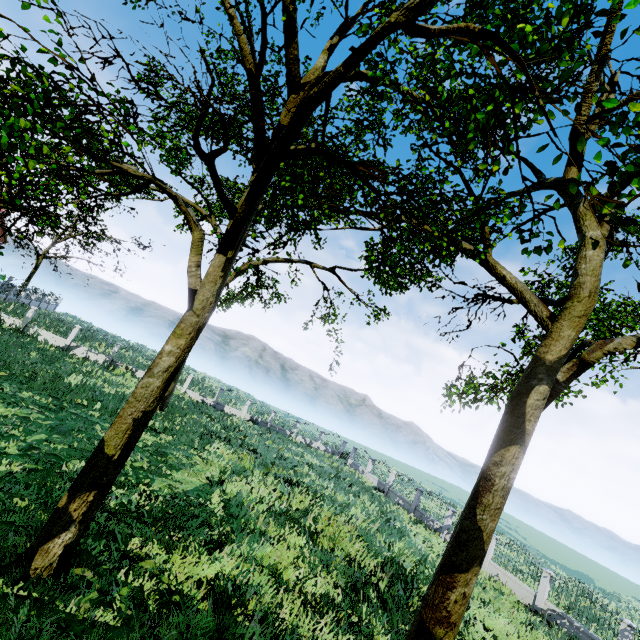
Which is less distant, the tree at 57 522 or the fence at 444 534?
the tree at 57 522

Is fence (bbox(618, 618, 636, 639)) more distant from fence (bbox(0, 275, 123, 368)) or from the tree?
fence (bbox(0, 275, 123, 368))

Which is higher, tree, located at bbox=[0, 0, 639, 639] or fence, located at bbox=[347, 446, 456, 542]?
tree, located at bbox=[0, 0, 639, 639]

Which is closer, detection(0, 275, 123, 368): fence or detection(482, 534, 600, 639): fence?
detection(482, 534, 600, 639): fence

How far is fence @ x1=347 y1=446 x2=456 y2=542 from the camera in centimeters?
2252cm

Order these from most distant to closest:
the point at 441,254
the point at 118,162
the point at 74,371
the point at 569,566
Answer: the point at 569,566, the point at 74,371, the point at 118,162, the point at 441,254

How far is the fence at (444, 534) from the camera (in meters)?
22.52
